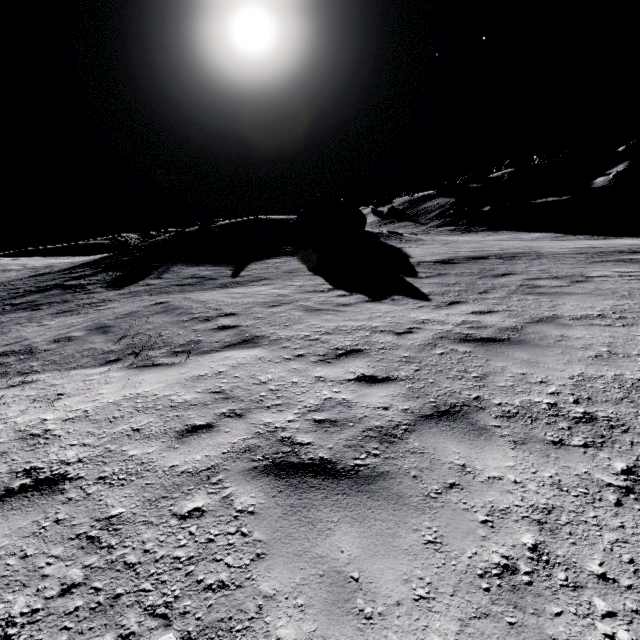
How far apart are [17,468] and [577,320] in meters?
8.5 m

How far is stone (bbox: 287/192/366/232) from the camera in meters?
25.4

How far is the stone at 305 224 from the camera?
25.4m

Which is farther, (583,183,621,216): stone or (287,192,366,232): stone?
(583,183,621,216): stone

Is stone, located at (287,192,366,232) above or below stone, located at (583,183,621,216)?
above

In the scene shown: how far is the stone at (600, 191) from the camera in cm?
4441

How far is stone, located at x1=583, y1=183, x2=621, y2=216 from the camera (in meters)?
44.41
